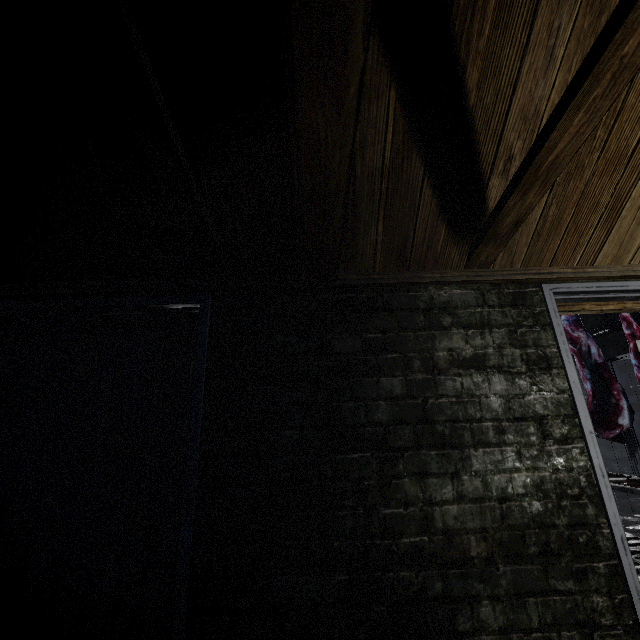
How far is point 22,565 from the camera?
1.20m

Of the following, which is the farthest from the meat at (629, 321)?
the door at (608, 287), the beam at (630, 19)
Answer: the beam at (630, 19)

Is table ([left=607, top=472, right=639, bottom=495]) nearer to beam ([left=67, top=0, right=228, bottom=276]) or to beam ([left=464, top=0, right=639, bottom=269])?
beam ([left=464, top=0, right=639, bottom=269])

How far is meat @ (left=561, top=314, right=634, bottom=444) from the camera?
3.2 meters

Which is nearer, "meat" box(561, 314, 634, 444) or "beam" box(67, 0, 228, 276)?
"beam" box(67, 0, 228, 276)

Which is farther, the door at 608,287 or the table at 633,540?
the table at 633,540

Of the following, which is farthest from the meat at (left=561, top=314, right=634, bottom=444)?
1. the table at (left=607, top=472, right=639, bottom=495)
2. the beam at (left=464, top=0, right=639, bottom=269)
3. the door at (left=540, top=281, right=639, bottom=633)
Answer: the beam at (left=464, top=0, right=639, bottom=269)

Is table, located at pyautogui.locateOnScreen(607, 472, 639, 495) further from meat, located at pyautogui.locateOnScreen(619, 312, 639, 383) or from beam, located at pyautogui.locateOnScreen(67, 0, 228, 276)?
beam, located at pyautogui.locateOnScreen(67, 0, 228, 276)
